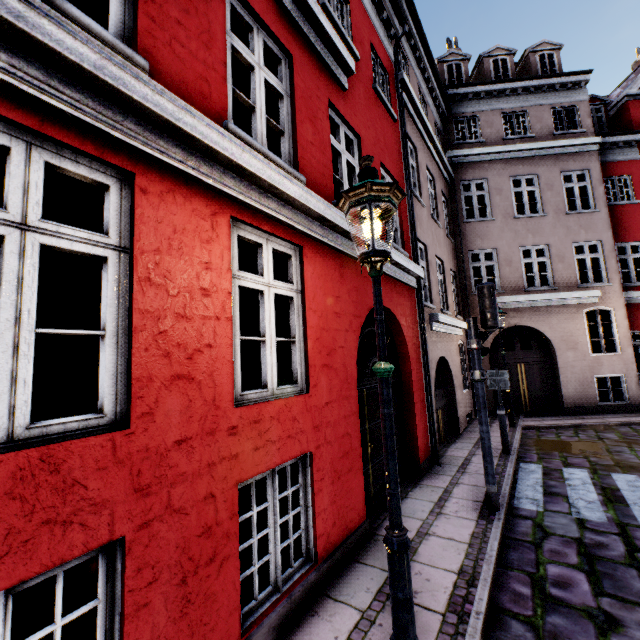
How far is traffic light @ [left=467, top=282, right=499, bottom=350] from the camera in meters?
5.1

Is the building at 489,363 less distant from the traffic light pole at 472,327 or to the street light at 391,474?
the street light at 391,474

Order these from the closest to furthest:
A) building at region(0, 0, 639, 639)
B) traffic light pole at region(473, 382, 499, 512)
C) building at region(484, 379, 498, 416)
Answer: building at region(0, 0, 639, 639), traffic light pole at region(473, 382, 499, 512), building at region(484, 379, 498, 416)

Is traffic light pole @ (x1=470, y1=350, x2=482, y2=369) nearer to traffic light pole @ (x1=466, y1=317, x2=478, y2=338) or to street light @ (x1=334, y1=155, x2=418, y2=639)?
traffic light pole @ (x1=466, y1=317, x2=478, y2=338)

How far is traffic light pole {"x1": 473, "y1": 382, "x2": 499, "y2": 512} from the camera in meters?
4.9

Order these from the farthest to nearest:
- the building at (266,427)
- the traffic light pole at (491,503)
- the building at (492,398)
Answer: the building at (492,398) < the traffic light pole at (491,503) < the building at (266,427)

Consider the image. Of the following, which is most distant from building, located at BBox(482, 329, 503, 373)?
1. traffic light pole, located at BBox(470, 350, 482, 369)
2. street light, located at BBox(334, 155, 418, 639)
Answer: traffic light pole, located at BBox(470, 350, 482, 369)

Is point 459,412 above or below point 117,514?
below
